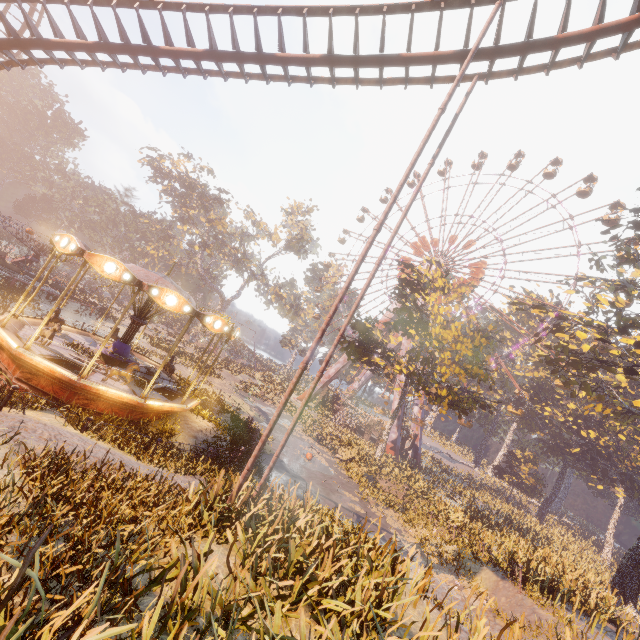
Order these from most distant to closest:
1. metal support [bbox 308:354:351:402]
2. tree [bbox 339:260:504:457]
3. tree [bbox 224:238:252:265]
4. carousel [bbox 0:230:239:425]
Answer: tree [bbox 224:238:252:265]
metal support [bbox 308:354:351:402]
tree [bbox 339:260:504:457]
carousel [bbox 0:230:239:425]

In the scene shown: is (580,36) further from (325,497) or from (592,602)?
(592,602)

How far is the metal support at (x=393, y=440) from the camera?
36.31m

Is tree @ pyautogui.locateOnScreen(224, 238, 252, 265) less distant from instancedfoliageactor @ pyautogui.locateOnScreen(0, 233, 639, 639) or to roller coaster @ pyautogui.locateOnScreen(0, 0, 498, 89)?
roller coaster @ pyautogui.locateOnScreen(0, 0, 498, 89)

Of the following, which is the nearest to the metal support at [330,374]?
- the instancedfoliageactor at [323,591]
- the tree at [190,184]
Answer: the instancedfoliageactor at [323,591]

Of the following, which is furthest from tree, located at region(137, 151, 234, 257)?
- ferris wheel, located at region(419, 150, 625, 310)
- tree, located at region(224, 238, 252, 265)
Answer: ferris wheel, located at region(419, 150, 625, 310)

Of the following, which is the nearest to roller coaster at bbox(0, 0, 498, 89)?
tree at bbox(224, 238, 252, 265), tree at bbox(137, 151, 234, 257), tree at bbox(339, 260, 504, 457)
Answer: tree at bbox(339, 260, 504, 457)

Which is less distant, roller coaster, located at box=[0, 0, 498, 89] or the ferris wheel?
roller coaster, located at box=[0, 0, 498, 89]
